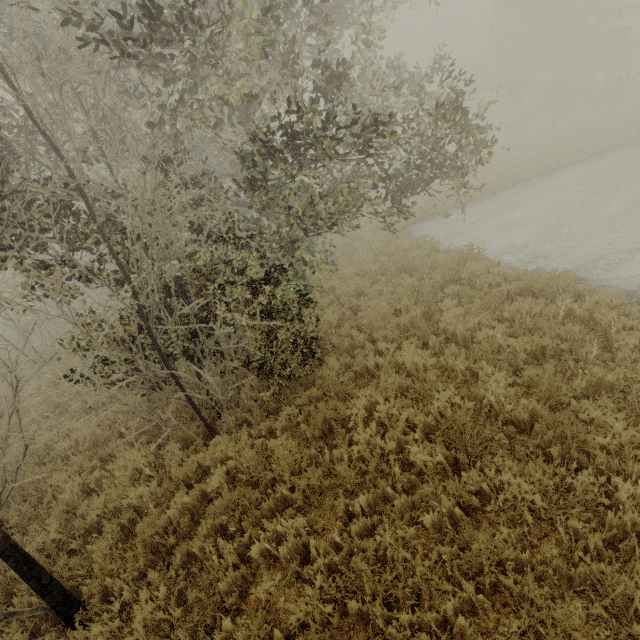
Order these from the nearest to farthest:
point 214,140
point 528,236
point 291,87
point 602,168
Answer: point 291,87 < point 528,236 < point 214,140 < point 602,168

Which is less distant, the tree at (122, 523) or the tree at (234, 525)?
the tree at (234, 525)

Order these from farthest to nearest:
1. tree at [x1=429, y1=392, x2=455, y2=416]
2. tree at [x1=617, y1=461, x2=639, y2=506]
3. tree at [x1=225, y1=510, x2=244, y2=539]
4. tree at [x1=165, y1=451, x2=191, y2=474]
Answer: tree at [x1=165, y1=451, x2=191, y2=474] < tree at [x1=429, y1=392, x2=455, y2=416] < tree at [x1=225, y1=510, x2=244, y2=539] < tree at [x1=617, y1=461, x2=639, y2=506]

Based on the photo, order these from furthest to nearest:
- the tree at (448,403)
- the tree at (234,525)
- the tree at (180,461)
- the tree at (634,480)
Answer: the tree at (180,461) < the tree at (448,403) < the tree at (234,525) < the tree at (634,480)

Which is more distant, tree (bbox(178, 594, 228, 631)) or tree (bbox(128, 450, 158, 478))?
tree (bbox(128, 450, 158, 478))

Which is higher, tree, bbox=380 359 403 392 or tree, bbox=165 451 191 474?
tree, bbox=380 359 403 392

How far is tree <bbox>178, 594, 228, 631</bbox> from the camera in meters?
3.2 m
